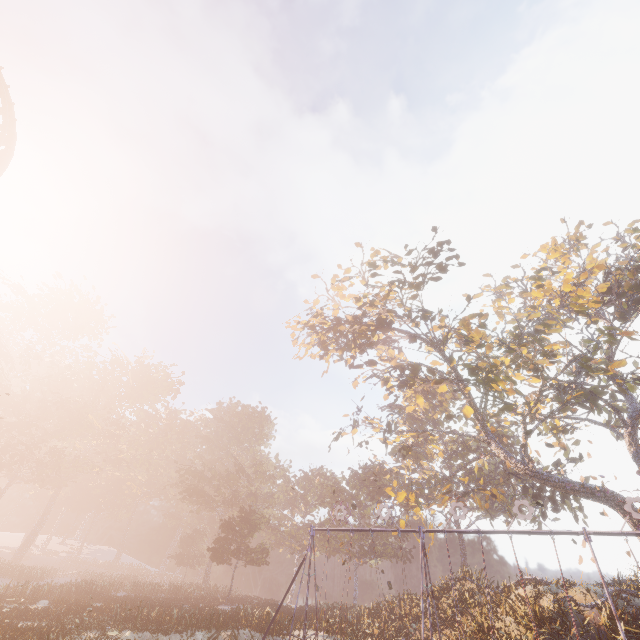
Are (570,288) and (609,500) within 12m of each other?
no

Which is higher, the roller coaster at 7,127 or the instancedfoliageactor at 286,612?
the roller coaster at 7,127

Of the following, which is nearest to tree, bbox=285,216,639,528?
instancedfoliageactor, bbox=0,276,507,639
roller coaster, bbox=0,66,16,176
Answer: instancedfoliageactor, bbox=0,276,507,639

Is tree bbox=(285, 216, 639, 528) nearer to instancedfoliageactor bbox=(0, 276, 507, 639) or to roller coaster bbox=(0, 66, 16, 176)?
instancedfoliageactor bbox=(0, 276, 507, 639)

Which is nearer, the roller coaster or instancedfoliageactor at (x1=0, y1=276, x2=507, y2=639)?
the roller coaster

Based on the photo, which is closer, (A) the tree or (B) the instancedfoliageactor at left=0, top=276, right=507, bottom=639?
(B) the instancedfoliageactor at left=0, top=276, right=507, bottom=639

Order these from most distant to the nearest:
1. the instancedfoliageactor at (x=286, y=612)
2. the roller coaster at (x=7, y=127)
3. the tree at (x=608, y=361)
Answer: the tree at (x=608, y=361) < the instancedfoliageactor at (x=286, y=612) < the roller coaster at (x=7, y=127)
